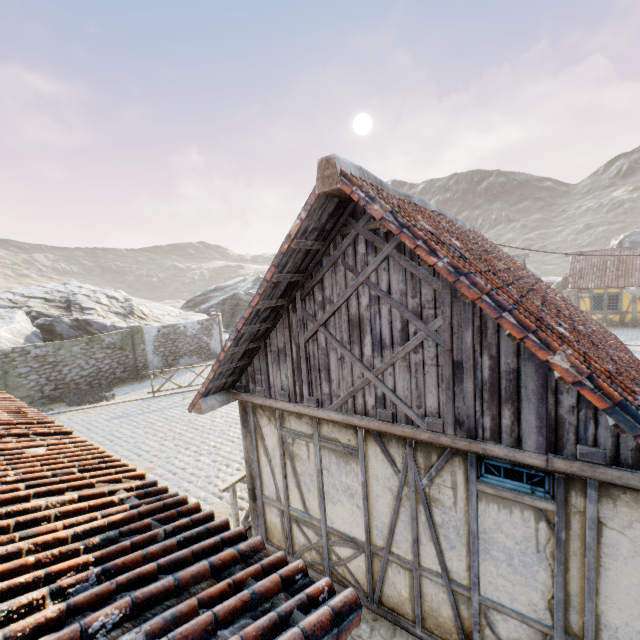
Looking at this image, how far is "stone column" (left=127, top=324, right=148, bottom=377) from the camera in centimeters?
1925cm

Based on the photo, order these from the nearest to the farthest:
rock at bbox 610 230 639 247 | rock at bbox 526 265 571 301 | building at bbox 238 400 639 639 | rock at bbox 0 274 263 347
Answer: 1. building at bbox 238 400 639 639
2. rock at bbox 0 274 263 347
3. rock at bbox 610 230 639 247
4. rock at bbox 526 265 571 301

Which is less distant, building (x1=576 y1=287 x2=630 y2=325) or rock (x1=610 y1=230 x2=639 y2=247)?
building (x1=576 y1=287 x2=630 y2=325)

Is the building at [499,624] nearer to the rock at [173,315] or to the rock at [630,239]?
the rock at [173,315]

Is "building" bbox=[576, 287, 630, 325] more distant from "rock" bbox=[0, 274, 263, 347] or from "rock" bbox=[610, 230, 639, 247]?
"rock" bbox=[0, 274, 263, 347]

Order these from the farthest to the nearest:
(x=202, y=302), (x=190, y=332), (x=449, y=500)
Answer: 1. (x=202, y=302)
2. (x=190, y=332)
3. (x=449, y=500)

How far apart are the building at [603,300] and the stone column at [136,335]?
31.80m

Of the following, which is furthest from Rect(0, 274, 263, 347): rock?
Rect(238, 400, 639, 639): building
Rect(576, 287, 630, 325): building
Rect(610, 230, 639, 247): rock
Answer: Rect(576, 287, 630, 325): building
